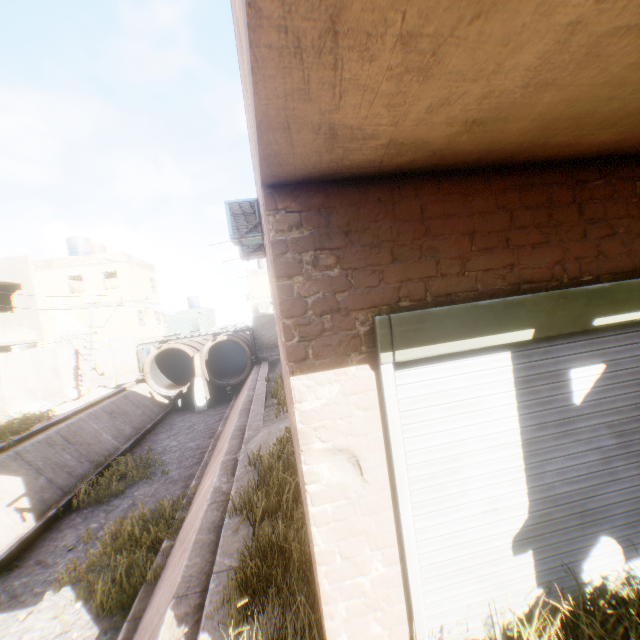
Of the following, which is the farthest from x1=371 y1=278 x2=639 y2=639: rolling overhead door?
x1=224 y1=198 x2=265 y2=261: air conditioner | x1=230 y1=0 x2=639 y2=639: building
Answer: x1=224 y1=198 x2=265 y2=261: air conditioner

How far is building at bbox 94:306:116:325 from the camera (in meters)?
25.19

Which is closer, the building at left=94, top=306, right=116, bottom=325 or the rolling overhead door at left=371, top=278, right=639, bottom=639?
the rolling overhead door at left=371, top=278, right=639, bottom=639

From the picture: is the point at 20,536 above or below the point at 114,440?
below

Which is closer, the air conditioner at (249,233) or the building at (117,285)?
the air conditioner at (249,233)

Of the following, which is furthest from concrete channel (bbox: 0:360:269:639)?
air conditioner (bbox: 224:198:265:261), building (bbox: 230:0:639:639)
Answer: air conditioner (bbox: 224:198:265:261)

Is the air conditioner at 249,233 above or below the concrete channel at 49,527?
above

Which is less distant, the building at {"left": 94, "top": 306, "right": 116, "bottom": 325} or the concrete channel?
the concrete channel
